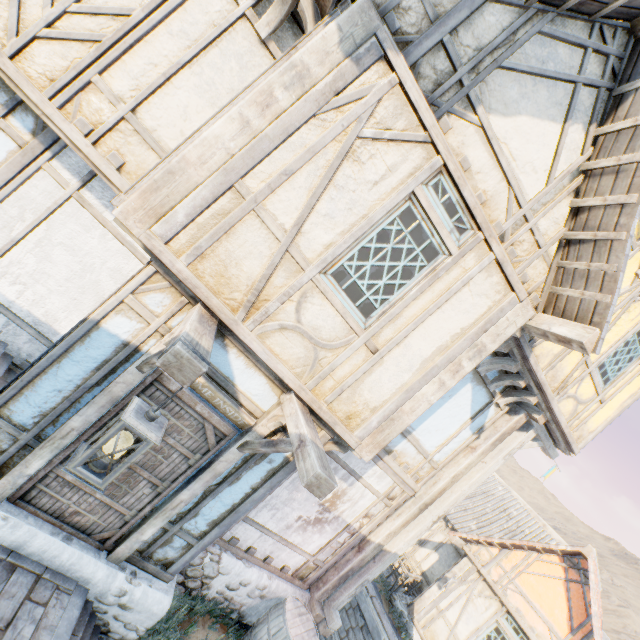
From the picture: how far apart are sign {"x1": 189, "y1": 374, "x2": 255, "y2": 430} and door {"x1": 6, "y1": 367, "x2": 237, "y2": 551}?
0.0m

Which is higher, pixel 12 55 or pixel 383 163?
pixel 383 163

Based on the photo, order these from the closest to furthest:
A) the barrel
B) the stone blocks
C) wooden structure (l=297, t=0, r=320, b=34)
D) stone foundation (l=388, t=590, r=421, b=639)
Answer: wooden structure (l=297, t=0, r=320, b=34) < the barrel < the stone blocks < stone foundation (l=388, t=590, r=421, b=639)

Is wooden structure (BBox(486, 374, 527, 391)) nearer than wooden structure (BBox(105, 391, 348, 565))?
No

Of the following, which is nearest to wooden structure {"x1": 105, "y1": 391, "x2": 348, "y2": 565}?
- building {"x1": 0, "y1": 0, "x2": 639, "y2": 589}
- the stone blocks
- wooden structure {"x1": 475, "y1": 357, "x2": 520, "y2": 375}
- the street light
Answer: building {"x1": 0, "y1": 0, "x2": 639, "y2": 589}

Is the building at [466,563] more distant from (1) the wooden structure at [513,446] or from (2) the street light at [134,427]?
(2) the street light at [134,427]

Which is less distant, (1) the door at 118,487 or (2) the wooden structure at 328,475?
(2) the wooden structure at 328,475

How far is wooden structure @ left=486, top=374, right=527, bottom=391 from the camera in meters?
5.8 m
